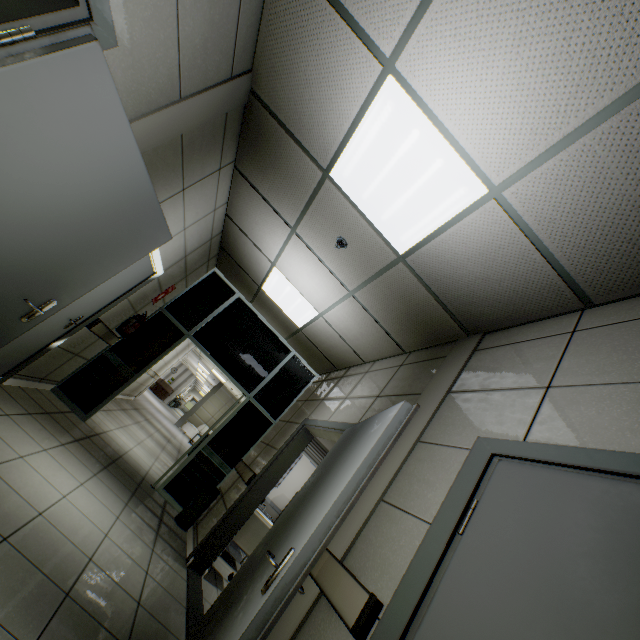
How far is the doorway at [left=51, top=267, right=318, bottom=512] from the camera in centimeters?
519cm

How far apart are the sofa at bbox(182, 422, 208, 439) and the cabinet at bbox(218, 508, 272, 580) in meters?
14.5 m

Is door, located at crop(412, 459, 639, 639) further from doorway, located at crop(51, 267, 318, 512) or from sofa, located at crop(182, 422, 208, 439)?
sofa, located at crop(182, 422, 208, 439)

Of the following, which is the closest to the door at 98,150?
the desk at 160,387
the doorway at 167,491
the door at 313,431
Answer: the door at 313,431

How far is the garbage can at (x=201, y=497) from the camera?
4.67m

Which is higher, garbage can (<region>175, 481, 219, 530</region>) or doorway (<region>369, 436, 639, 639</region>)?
doorway (<region>369, 436, 639, 639</region>)

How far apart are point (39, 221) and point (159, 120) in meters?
1.1

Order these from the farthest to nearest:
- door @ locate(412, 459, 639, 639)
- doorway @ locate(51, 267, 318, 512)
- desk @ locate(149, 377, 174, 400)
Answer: desk @ locate(149, 377, 174, 400) < doorway @ locate(51, 267, 318, 512) < door @ locate(412, 459, 639, 639)
